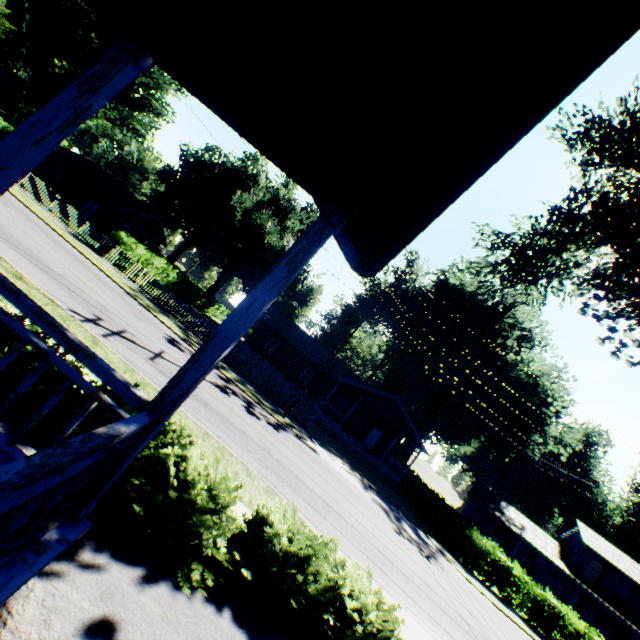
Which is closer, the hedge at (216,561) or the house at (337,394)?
the hedge at (216,561)

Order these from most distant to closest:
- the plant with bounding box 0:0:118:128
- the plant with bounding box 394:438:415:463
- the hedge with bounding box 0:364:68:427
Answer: the plant with bounding box 394:438:415:463
the plant with bounding box 0:0:118:128
the hedge with bounding box 0:364:68:427

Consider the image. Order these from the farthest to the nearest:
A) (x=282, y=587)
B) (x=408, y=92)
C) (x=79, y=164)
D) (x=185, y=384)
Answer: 1. (x=79, y=164)
2. (x=282, y=587)
3. (x=185, y=384)
4. (x=408, y=92)

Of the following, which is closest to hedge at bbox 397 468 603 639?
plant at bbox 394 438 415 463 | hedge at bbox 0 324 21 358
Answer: plant at bbox 394 438 415 463

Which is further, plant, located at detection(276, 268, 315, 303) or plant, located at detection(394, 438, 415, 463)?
plant, located at detection(394, 438, 415, 463)

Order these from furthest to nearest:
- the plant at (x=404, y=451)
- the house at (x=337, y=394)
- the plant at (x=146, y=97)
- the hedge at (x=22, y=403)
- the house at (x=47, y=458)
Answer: the plant at (x=404, y=451)
the plant at (x=146, y=97)
the house at (x=337, y=394)
the hedge at (x=22, y=403)
the house at (x=47, y=458)

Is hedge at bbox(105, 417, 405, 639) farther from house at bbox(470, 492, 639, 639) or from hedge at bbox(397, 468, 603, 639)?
house at bbox(470, 492, 639, 639)

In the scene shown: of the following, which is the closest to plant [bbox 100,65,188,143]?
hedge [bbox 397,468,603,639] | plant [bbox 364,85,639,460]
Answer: plant [bbox 364,85,639,460]
